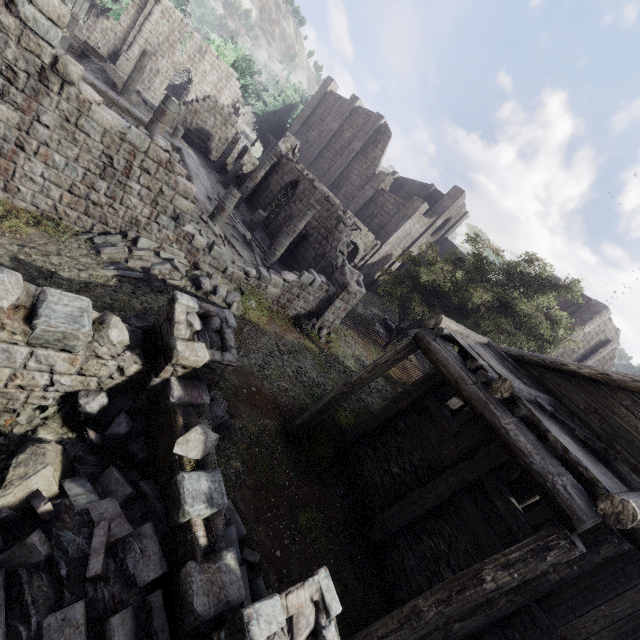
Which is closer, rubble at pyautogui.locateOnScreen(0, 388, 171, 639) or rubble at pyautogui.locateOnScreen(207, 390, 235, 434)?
rubble at pyautogui.locateOnScreen(0, 388, 171, 639)

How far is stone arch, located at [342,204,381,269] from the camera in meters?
28.5 m

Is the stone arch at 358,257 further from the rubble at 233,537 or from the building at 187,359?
the rubble at 233,537

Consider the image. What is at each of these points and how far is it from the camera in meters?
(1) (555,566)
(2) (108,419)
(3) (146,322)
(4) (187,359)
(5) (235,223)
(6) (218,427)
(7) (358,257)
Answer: (1) building, 5.9
(2) rubble, 5.7
(3) rubble, 8.6
(4) building, 5.7
(5) wooden plank rubble, 16.9
(6) rubble, 7.6
(7) stone arch, 30.9

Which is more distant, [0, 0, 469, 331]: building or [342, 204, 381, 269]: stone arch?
[342, 204, 381, 269]: stone arch

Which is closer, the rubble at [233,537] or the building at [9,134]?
the rubble at [233,537]

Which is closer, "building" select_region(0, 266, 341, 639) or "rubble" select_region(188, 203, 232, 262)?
"building" select_region(0, 266, 341, 639)

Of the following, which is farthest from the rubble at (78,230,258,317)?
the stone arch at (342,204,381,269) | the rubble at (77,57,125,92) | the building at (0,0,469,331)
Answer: the rubble at (77,57,125,92)
